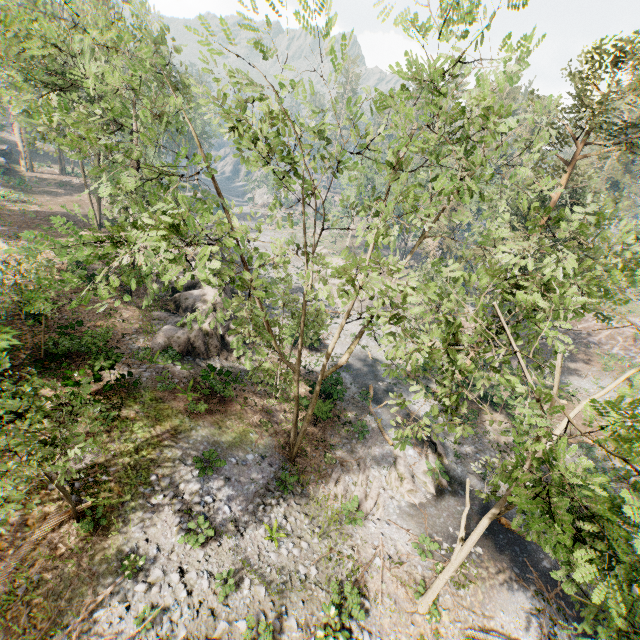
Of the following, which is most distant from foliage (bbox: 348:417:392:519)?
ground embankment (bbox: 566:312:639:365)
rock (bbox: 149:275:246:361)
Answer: rock (bbox: 149:275:246:361)

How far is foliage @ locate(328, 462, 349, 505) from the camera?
17.47m

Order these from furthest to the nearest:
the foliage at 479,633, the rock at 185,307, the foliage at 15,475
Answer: the rock at 185,307
the foliage at 479,633
the foliage at 15,475

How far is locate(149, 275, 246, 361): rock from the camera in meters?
21.4 m

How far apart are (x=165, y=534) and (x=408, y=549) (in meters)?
11.44

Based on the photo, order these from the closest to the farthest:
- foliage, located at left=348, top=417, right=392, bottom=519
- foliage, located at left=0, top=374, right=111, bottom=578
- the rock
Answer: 1. foliage, located at left=0, top=374, right=111, bottom=578
2. foliage, located at left=348, top=417, right=392, bottom=519
3. the rock

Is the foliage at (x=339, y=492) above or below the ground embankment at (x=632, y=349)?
below
